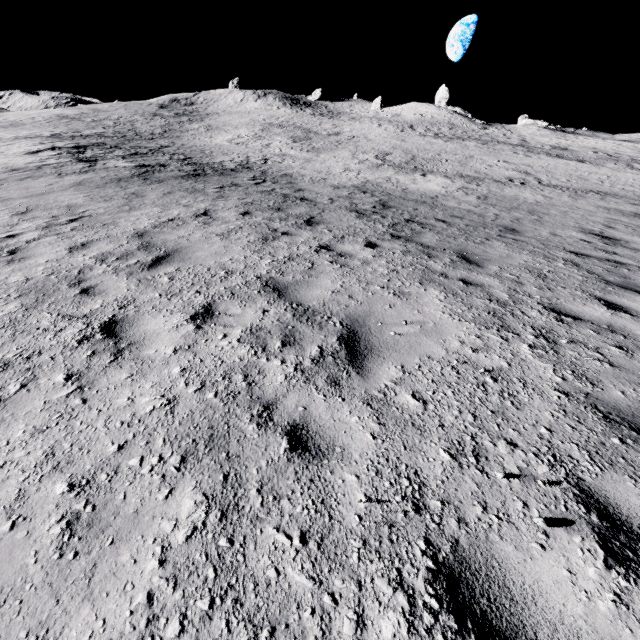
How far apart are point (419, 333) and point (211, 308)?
2.7m
